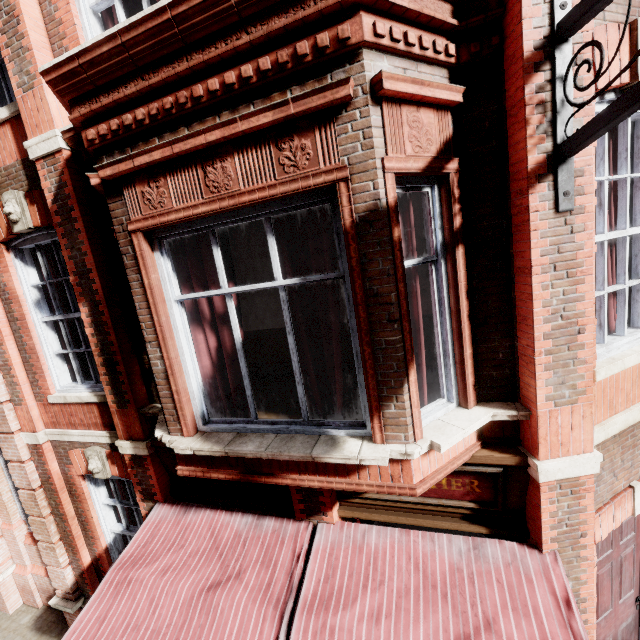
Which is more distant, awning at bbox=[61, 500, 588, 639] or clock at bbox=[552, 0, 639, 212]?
awning at bbox=[61, 500, 588, 639]

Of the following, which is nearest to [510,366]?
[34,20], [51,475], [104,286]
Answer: [104,286]

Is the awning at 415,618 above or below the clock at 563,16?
below

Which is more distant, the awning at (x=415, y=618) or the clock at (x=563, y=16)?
the awning at (x=415, y=618)

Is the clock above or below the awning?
above
